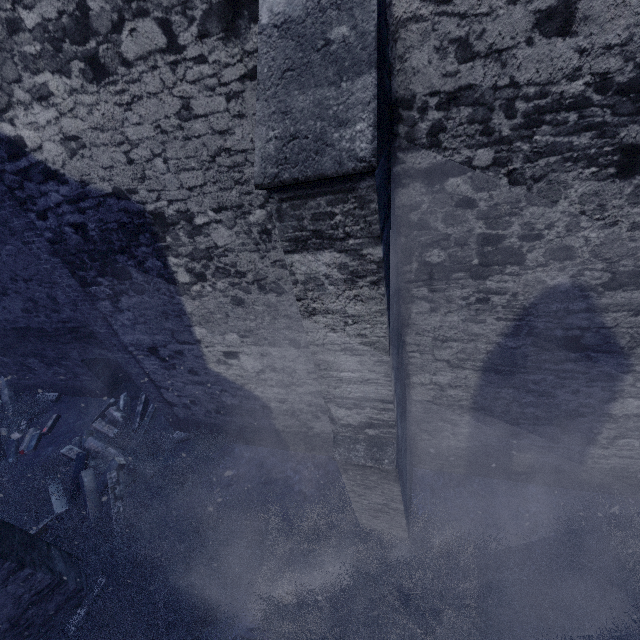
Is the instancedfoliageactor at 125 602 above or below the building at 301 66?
below

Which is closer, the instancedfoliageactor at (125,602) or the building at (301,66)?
the building at (301,66)

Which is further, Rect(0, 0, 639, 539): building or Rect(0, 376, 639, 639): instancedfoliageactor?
Rect(0, 376, 639, 639): instancedfoliageactor

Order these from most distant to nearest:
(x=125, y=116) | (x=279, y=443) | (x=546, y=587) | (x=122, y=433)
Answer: (x=122, y=433) → (x=279, y=443) → (x=546, y=587) → (x=125, y=116)

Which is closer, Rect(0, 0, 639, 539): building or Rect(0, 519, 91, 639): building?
Rect(0, 0, 639, 539): building

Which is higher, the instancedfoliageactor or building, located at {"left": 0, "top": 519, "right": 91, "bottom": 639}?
building, located at {"left": 0, "top": 519, "right": 91, "bottom": 639}
